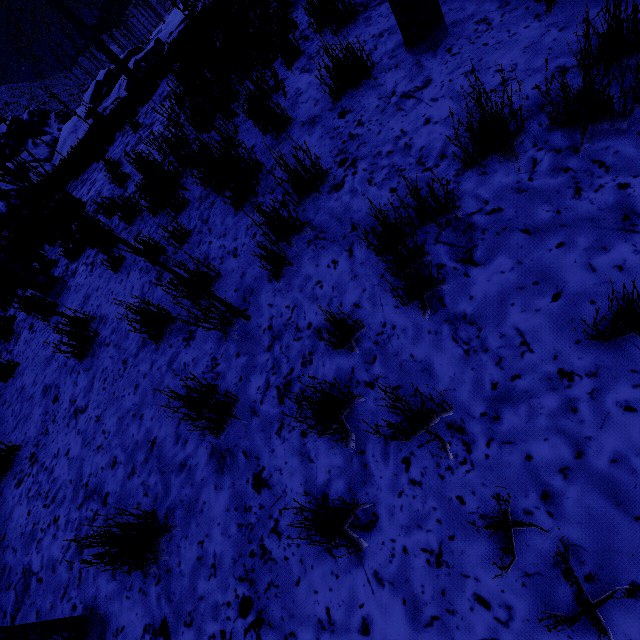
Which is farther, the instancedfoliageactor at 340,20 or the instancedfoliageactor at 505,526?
the instancedfoliageactor at 340,20

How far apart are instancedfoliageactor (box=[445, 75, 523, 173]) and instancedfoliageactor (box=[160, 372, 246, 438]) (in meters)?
2.16

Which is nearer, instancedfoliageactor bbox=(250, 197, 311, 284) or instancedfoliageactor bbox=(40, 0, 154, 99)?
instancedfoliageactor bbox=(250, 197, 311, 284)

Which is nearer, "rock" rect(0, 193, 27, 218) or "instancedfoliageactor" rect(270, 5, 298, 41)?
"instancedfoliageactor" rect(270, 5, 298, 41)

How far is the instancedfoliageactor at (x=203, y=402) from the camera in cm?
206

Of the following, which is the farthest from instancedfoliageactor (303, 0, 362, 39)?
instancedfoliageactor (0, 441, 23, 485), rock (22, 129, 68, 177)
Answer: rock (22, 129, 68, 177)

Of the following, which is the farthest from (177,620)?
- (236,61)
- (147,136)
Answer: (147,136)

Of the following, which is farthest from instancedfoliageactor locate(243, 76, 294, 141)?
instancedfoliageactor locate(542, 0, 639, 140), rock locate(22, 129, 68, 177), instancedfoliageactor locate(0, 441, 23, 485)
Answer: rock locate(22, 129, 68, 177)
